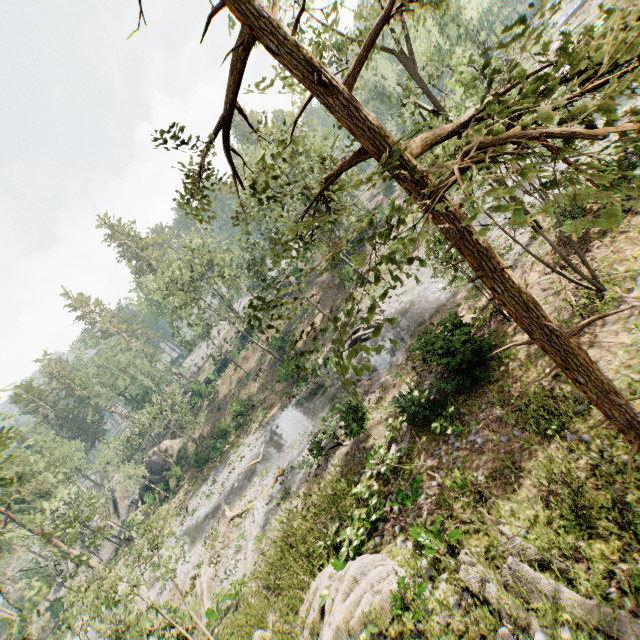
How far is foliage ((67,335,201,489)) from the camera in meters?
41.3

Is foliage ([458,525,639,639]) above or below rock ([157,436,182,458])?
below

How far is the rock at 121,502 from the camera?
46.3m

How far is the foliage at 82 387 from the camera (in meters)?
41.34

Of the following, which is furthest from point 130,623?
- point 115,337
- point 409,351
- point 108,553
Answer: point 115,337

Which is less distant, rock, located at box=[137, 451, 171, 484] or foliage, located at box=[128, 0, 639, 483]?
foliage, located at box=[128, 0, 639, 483]

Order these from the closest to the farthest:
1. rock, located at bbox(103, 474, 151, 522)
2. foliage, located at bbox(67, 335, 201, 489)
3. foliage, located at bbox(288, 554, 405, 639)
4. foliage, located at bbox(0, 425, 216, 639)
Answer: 1. foliage, located at bbox(288, 554, 405, 639)
2. foliage, located at bbox(0, 425, 216, 639)
3. foliage, located at bbox(67, 335, 201, 489)
4. rock, located at bbox(103, 474, 151, 522)
